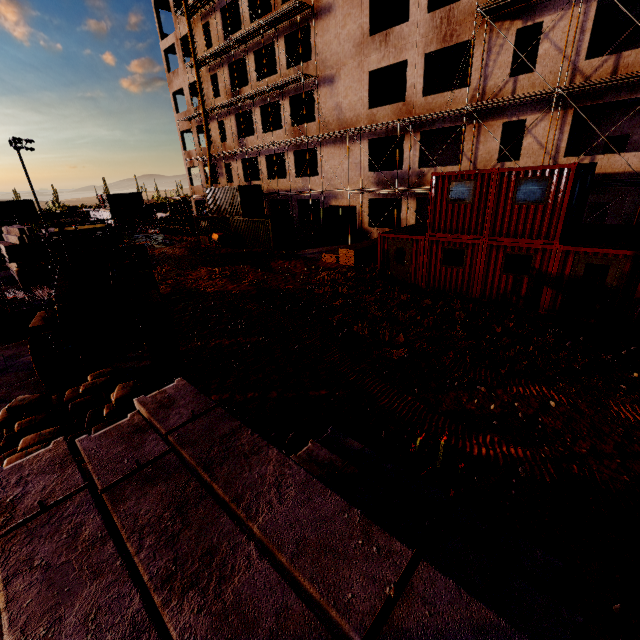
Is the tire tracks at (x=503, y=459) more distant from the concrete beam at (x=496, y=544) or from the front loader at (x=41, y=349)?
the concrete beam at (x=496, y=544)

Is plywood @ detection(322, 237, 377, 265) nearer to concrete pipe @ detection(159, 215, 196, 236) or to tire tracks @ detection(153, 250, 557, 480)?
tire tracks @ detection(153, 250, 557, 480)

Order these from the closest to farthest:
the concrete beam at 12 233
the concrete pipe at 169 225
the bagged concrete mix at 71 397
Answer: the bagged concrete mix at 71 397, the concrete beam at 12 233, the concrete pipe at 169 225

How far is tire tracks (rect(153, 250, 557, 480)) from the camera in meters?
6.2 m

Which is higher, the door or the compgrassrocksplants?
the door

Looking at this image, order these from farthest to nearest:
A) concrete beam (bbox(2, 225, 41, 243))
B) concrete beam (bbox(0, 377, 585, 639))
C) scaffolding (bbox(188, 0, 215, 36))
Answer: scaffolding (bbox(188, 0, 215, 36))
concrete beam (bbox(2, 225, 41, 243))
concrete beam (bbox(0, 377, 585, 639))

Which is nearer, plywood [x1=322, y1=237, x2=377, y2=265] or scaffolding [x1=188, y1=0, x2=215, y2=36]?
plywood [x1=322, y1=237, x2=377, y2=265]

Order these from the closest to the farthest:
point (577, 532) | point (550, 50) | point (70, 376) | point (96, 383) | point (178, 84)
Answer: point (577, 532) < point (96, 383) < point (70, 376) < point (550, 50) < point (178, 84)
